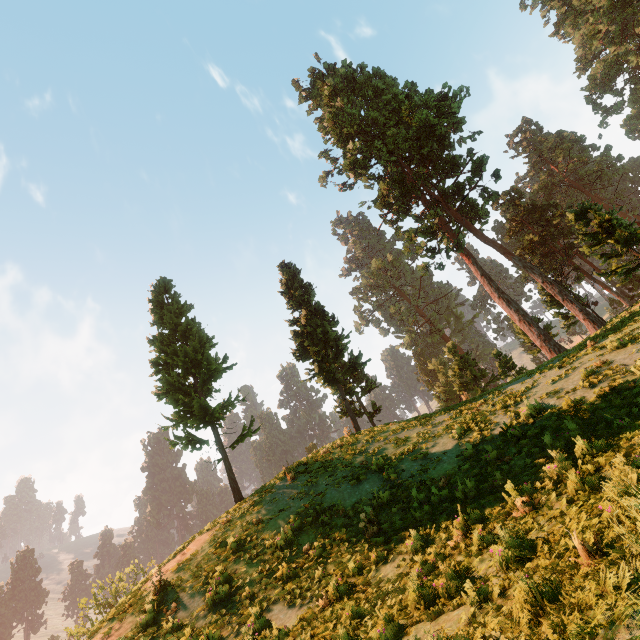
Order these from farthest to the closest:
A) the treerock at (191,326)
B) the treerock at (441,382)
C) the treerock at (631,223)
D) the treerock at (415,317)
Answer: the treerock at (415,317)
the treerock at (441,382)
the treerock at (631,223)
the treerock at (191,326)

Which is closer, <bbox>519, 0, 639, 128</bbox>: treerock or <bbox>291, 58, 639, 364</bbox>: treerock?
<bbox>291, 58, 639, 364</bbox>: treerock

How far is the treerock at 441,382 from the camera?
26.48m

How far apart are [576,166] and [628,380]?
67.7m

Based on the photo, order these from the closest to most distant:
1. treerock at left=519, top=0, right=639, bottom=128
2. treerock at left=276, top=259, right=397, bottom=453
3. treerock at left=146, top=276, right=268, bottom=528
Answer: treerock at left=146, top=276, right=268, bottom=528
treerock at left=276, top=259, right=397, bottom=453
treerock at left=519, top=0, right=639, bottom=128

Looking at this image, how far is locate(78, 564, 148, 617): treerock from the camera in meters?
13.0 m
